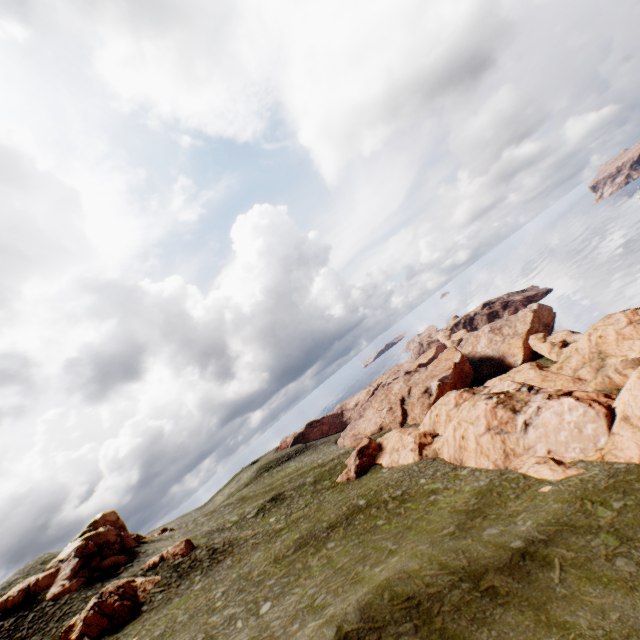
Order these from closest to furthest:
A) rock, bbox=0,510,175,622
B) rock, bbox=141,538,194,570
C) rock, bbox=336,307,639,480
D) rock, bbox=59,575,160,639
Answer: rock, bbox=336,307,639,480 → rock, bbox=59,575,160,639 → rock, bbox=0,510,175,622 → rock, bbox=141,538,194,570

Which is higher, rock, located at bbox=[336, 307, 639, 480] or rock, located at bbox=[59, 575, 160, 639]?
rock, located at bbox=[59, 575, 160, 639]

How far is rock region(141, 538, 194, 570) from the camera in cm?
3628

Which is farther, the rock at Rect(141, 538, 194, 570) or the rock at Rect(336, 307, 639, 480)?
the rock at Rect(141, 538, 194, 570)

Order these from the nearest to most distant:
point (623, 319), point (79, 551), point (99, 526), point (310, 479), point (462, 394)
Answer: point (79, 551) < point (623, 319) < point (462, 394) < point (99, 526) < point (310, 479)

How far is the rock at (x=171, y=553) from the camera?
36.3 meters

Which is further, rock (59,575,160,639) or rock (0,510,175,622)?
rock (0,510,175,622)

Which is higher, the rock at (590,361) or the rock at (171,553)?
the rock at (171,553)
